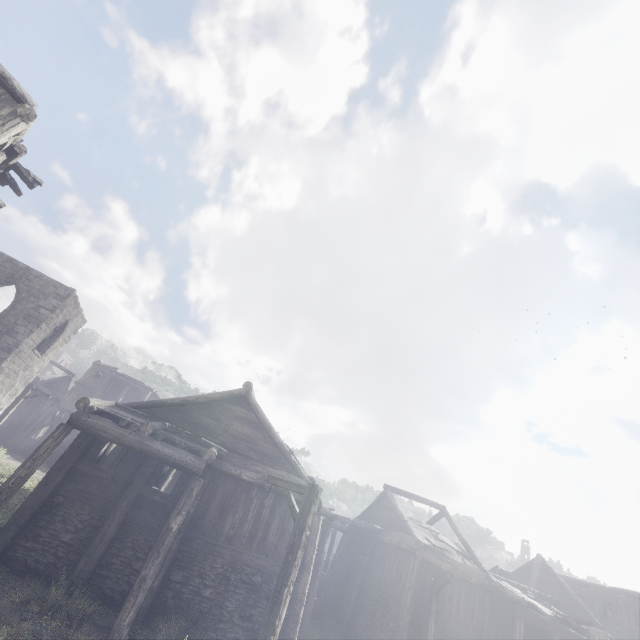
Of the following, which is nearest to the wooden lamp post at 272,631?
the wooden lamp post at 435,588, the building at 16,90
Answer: the building at 16,90

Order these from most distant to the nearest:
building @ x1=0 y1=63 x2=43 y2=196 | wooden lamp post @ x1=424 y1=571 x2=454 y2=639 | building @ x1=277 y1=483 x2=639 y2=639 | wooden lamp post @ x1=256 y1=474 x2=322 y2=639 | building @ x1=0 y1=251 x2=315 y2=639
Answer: building @ x1=277 y1=483 x2=639 y2=639 → wooden lamp post @ x1=424 y1=571 x2=454 y2=639 → building @ x1=0 y1=251 x2=315 y2=639 → building @ x1=0 y1=63 x2=43 y2=196 → wooden lamp post @ x1=256 y1=474 x2=322 y2=639

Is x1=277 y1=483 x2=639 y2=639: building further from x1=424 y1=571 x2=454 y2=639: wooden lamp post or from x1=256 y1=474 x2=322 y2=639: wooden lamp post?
x1=256 y1=474 x2=322 y2=639: wooden lamp post

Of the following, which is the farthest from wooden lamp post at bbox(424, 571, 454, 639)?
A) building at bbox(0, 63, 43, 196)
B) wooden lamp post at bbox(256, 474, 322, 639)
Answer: wooden lamp post at bbox(256, 474, 322, 639)

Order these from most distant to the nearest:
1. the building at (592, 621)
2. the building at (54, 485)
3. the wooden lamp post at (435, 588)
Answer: the building at (592, 621)
the wooden lamp post at (435, 588)
the building at (54, 485)

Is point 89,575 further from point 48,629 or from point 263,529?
point 263,529
